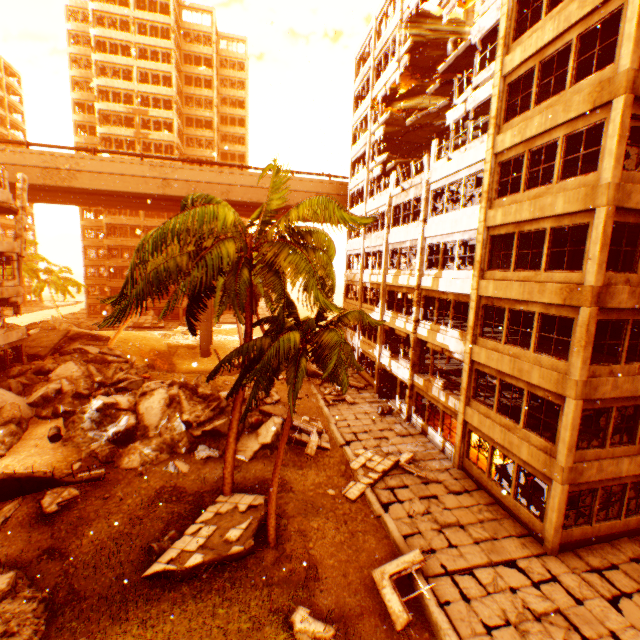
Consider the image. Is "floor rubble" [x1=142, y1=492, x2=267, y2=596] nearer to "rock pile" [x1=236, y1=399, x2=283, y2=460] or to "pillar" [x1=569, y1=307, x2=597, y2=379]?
"rock pile" [x1=236, y1=399, x2=283, y2=460]

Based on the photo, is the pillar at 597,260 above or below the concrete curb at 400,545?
above

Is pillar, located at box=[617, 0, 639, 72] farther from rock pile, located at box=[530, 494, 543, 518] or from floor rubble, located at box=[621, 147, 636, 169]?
rock pile, located at box=[530, 494, 543, 518]

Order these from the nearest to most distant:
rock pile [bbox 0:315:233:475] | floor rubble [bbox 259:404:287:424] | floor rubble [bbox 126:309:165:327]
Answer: rock pile [bbox 0:315:233:475] < floor rubble [bbox 259:404:287:424] < floor rubble [bbox 126:309:165:327]

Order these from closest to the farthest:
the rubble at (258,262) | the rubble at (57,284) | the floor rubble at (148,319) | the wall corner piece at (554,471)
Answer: the rubble at (258,262) → the wall corner piece at (554,471) → the rubble at (57,284) → the floor rubble at (148,319)

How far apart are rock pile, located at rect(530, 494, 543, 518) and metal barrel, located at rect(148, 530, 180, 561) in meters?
13.0

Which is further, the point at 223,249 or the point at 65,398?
the point at 65,398

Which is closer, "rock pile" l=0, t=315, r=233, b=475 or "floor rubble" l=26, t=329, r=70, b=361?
"rock pile" l=0, t=315, r=233, b=475
